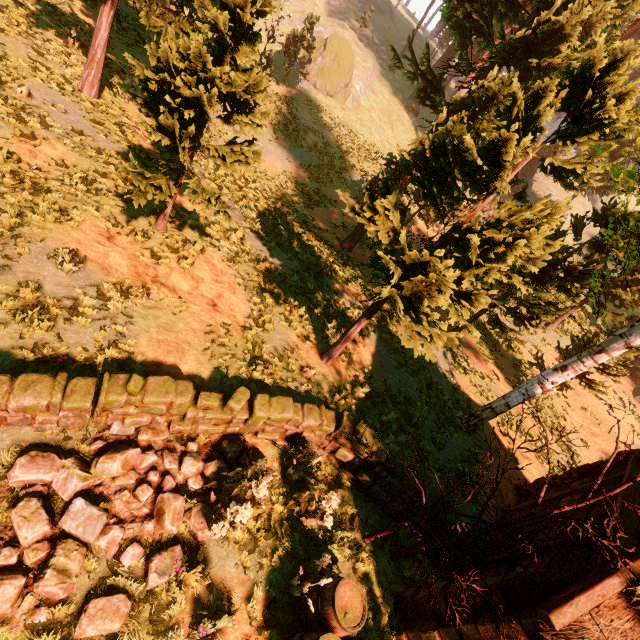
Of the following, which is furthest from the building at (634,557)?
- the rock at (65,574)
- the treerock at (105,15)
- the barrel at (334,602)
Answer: the rock at (65,574)

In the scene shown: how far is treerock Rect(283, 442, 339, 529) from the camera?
5.8 meters

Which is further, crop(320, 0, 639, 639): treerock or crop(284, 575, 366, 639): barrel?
crop(320, 0, 639, 639): treerock

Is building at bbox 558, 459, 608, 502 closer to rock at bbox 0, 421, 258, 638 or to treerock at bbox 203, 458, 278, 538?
treerock at bbox 203, 458, 278, 538

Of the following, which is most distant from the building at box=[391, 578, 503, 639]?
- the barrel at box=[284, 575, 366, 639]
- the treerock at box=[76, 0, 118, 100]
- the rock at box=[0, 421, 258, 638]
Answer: the rock at box=[0, 421, 258, 638]

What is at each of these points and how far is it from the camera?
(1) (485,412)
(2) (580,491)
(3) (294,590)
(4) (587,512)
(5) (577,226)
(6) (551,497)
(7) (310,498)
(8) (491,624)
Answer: (1) treerock, 11.4 meters
(2) building, 8.8 meters
(3) treerock, 5.2 meters
(4) building, 7.2 meters
(5) treerock, 13.6 meters
(6) building, 9.4 meters
(7) treerock, 6.5 meters
(8) building, 4.8 meters

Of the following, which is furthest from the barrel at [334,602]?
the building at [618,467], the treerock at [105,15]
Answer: the treerock at [105,15]
